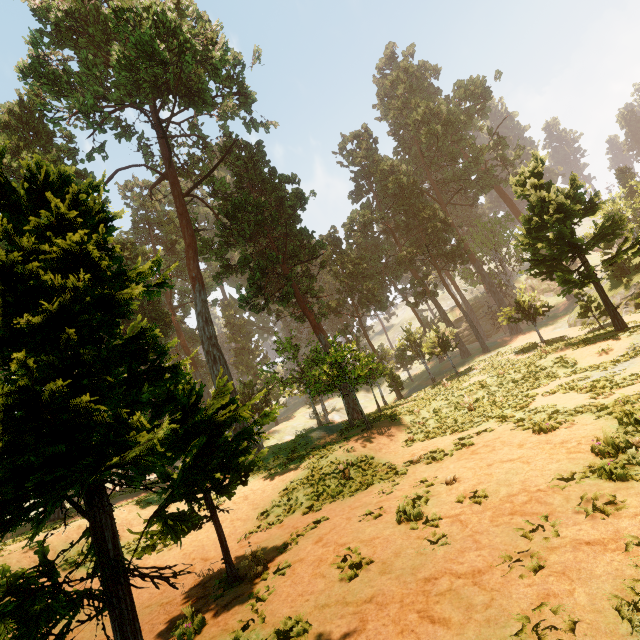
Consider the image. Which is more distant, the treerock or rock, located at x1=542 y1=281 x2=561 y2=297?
rock, located at x1=542 y1=281 x2=561 y2=297

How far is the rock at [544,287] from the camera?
57.9 meters

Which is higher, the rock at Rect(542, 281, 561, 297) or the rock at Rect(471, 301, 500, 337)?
the rock at Rect(471, 301, 500, 337)

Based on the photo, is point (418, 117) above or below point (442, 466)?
above

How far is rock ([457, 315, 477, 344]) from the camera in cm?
5725
